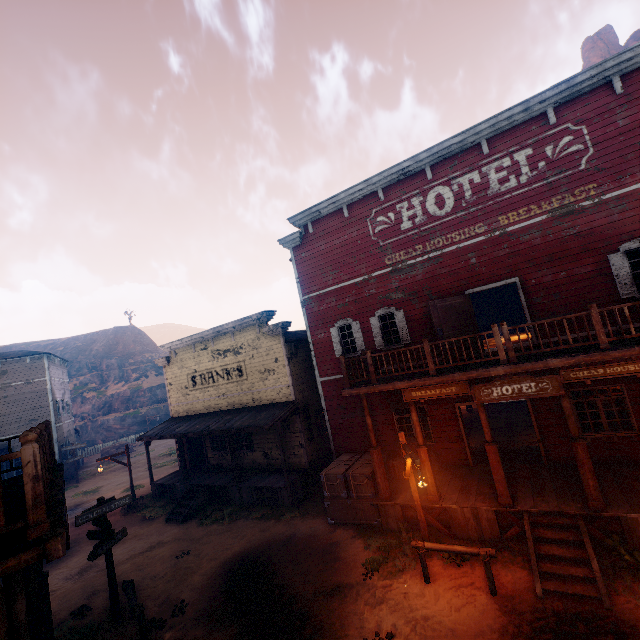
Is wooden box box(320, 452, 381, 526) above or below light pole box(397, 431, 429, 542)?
below

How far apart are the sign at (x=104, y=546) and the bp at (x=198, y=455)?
9.89m

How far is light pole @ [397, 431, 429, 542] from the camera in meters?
8.1 m

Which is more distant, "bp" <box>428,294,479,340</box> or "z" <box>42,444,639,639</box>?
"bp" <box>428,294,479,340</box>

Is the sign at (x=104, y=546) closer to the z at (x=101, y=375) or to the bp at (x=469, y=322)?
the z at (x=101, y=375)

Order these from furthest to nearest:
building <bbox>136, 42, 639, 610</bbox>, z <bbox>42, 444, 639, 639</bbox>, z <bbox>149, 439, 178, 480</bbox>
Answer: z <bbox>149, 439, 178, 480</bbox> → building <bbox>136, 42, 639, 610</bbox> → z <bbox>42, 444, 639, 639</bbox>

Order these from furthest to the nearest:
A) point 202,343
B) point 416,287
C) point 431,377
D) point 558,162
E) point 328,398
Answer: point 202,343 → point 328,398 → point 416,287 → point 558,162 → point 431,377

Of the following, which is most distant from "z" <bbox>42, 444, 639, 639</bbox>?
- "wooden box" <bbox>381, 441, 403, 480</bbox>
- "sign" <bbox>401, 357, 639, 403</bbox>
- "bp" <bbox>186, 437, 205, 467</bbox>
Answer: "sign" <bbox>401, 357, 639, 403</bbox>
